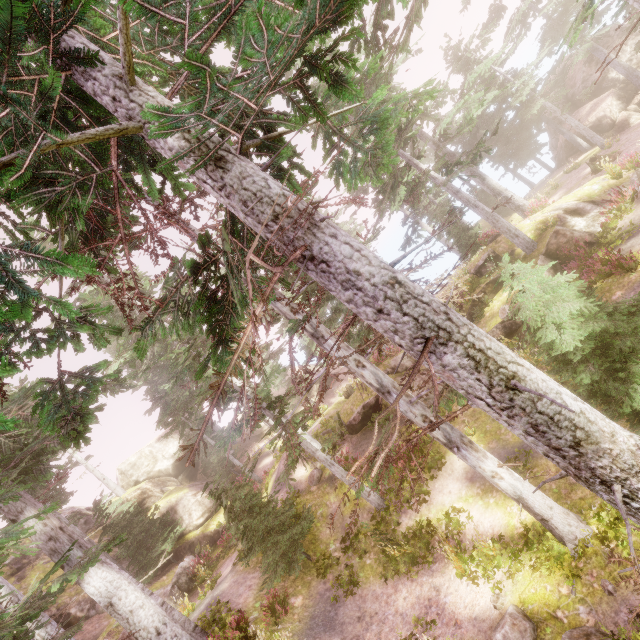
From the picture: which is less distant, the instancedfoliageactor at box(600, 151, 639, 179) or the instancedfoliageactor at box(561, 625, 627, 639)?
the instancedfoliageactor at box(561, 625, 627, 639)

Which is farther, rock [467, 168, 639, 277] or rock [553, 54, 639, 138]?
rock [553, 54, 639, 138]

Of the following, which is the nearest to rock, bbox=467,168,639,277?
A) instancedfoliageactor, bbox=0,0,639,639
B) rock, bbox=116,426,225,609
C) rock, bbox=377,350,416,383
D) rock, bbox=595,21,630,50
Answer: instancedfoliageactor, bbox=0,0,639,639

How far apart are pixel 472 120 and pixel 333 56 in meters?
24.9 m

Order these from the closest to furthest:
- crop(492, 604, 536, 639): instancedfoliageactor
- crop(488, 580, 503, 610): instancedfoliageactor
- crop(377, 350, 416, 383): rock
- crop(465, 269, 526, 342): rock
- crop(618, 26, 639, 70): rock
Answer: crop(492, 604, 536, 639): instancedfoliageactor
crop(488, 580, 503, 610): instancedfoliageactor
crop(465, 269, 526, 342): rock
crop(377, 350, 416, 383): rock
crop(618, 26, 639, 70): rock

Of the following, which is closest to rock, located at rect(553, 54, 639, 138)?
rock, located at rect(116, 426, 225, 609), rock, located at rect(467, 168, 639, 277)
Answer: rock, located at rect(467, 168, 639, 277)

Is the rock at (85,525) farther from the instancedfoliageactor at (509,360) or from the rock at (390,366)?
the rock at (390,366)

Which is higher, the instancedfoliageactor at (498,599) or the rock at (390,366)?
the rock at (390,366)
